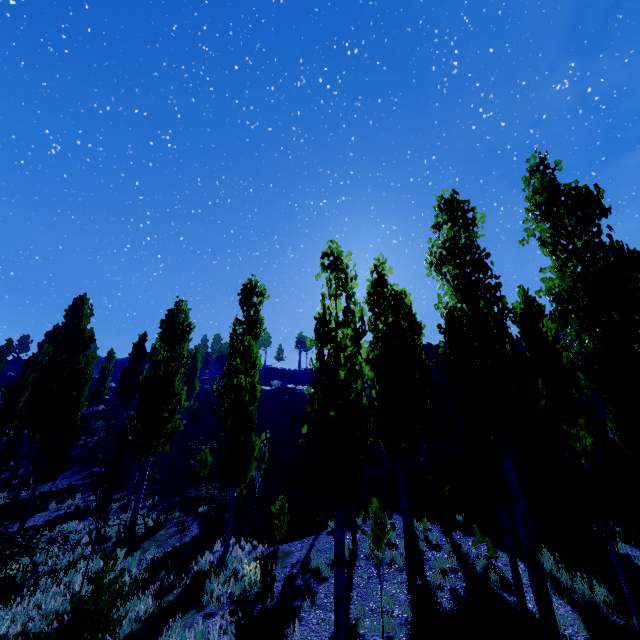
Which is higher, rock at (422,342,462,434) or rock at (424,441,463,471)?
rock at (422,342,462,434)

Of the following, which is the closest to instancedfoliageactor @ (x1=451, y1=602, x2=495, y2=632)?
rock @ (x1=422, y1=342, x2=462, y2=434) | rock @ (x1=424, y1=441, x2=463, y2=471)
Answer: rock @ (x1=424, y1=441, x2=463, y2=471)

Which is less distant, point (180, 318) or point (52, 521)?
point (52, 521)

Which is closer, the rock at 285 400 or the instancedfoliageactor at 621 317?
the instancedfoliageactor at 621 317

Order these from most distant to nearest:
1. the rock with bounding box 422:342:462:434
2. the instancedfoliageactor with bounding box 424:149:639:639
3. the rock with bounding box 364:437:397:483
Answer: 1. the rock with bounding box 422:342:462:434
2. the rock with bounding box 364:437:397:483
3. the instancedfoliageactor with bounding box 424:149:639:639

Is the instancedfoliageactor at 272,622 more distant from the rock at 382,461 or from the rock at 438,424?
the rock at 438,424

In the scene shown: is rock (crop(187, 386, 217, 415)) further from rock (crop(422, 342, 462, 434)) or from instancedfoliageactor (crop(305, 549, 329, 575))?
rock (crop(422, 342, 462, 434))

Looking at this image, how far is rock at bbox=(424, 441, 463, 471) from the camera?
22.0 meters
